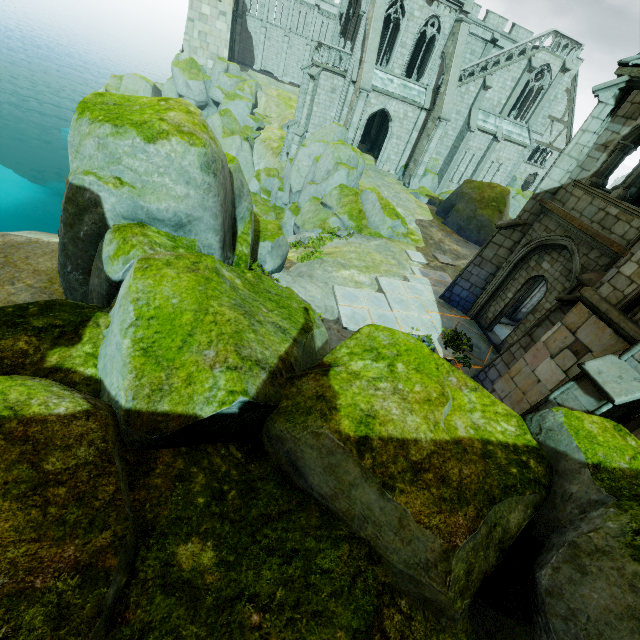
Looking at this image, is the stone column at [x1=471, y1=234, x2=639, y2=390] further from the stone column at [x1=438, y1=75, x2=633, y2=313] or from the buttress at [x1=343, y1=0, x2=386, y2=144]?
the buttress at [x1=343, y1=0, x2=386, y2=144]

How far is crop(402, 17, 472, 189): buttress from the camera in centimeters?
2456cm

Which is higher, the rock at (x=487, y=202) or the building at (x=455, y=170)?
the building at (x=455, y=170)

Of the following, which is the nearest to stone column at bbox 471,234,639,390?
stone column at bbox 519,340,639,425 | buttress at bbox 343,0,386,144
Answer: stone column at bbox 519,340,639,425

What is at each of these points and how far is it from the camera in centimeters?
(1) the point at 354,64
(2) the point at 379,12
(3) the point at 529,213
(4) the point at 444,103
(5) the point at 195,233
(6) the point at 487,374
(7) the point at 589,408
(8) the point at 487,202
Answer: (1) building, 2578cm
(2) buttress, 2259cm
(3) stone column, 1086cm
(4) buttress, 2506cm
(5) rock, 586cm
(6) stone column, 981cm
(7) stone column, 565cm
(8) rock, 2261cm

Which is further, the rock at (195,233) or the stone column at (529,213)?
the stone column at (529,213)

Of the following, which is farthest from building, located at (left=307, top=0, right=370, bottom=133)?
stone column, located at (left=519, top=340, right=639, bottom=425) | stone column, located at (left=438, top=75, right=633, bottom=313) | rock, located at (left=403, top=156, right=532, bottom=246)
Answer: stone column, located at (left=519, top=340, right=639, bottom=425)

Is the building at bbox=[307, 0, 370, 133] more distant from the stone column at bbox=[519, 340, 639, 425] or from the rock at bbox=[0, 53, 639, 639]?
the rock at bbox=[0, 53, 639, 639]
